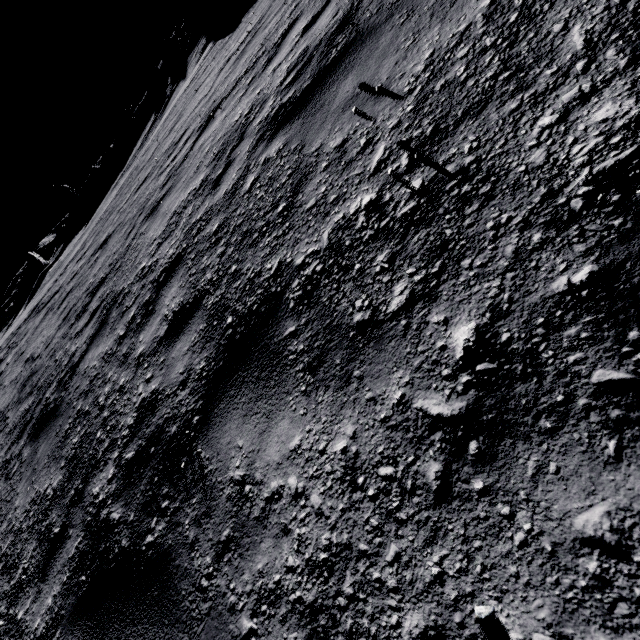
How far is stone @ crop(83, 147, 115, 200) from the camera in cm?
4150

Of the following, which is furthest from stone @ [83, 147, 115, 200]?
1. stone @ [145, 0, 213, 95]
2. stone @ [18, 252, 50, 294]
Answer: stone @ [145, 0, 213, 95]

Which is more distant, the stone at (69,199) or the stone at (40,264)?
the stone at (69,199)

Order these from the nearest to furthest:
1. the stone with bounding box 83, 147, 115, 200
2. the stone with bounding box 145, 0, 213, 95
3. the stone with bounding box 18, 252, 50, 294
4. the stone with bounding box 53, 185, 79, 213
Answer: the stone with bounding box 145, 0, 213, 95
the stone with bounding box 18, 252, 50, 294
the stone with bounding box 83, 147, 115, 200
the stone with bounding box 53, 185, 79, 213

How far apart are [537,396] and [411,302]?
0.58m

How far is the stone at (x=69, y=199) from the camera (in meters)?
46.94

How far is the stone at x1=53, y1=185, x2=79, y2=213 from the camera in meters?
46.9

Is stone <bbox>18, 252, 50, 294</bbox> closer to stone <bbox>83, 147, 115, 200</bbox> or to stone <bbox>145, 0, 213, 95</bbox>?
stone <bbox>83, 147, 115, 200</bbox>
